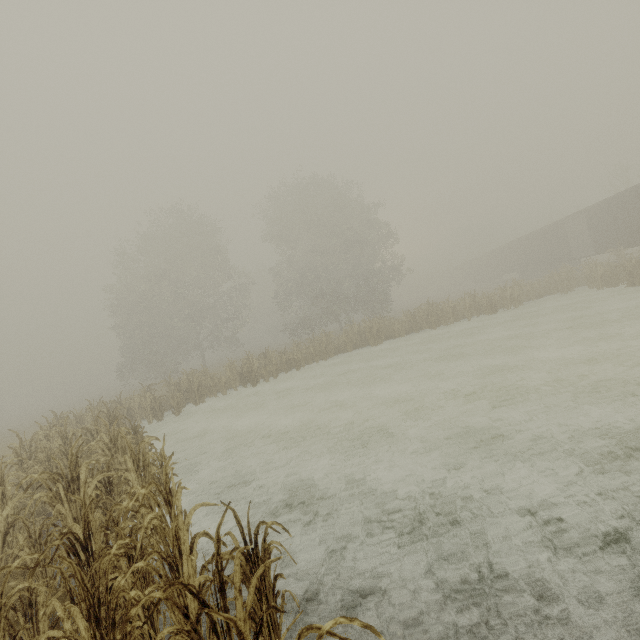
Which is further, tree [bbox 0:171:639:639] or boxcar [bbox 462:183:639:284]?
boxcar [bbox 462:183:639:284]

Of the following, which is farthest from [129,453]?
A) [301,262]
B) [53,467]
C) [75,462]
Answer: [301,262]

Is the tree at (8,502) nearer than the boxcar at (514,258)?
Yes
